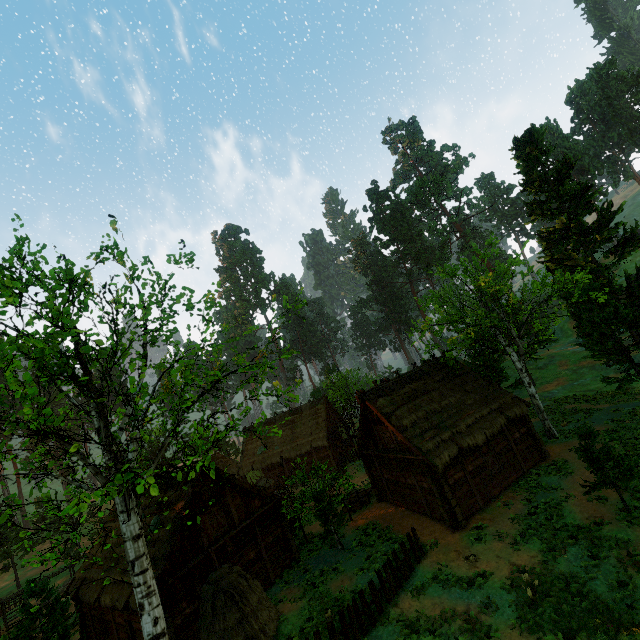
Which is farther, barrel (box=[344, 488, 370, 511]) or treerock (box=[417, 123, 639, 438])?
barrel (box=[344, 488, 370, 511])

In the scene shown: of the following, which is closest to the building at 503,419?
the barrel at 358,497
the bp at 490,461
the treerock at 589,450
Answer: the bp at 490,461

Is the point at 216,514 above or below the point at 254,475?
above

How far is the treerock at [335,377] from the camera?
41.6 meters

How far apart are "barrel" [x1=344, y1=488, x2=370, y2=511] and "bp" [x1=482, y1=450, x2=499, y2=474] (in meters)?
9.27

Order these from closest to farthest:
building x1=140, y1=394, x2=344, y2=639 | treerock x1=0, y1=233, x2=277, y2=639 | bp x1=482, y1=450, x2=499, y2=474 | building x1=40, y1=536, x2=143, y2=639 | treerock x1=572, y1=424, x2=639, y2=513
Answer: → treerock x1=0, y1=233, x2=277, y2=639 → treerock x1=572, y1=424, x2=639, y2=513 → building x1=140, y1=394, x2=344, y2=639 → building x1=40, y1=536, x2=143, y2=639 → bp x1=482, y1=450, x2=499, y2=474

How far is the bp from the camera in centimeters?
1831cm

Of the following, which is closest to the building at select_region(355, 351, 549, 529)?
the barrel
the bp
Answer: the bp
